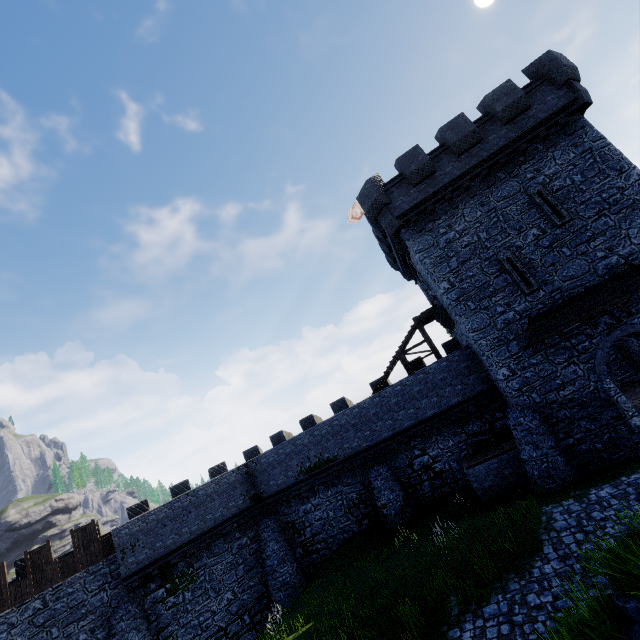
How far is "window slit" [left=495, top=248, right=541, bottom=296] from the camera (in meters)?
14.90

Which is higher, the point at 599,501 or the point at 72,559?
the point at 72,559

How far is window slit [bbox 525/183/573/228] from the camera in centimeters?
1488cm

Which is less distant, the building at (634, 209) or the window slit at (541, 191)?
the building at (634, 209)

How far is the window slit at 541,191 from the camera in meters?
14.9

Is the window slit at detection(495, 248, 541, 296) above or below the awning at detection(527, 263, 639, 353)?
above

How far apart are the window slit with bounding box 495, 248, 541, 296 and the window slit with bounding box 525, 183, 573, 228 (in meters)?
1.85

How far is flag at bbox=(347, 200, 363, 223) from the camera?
25.45m
